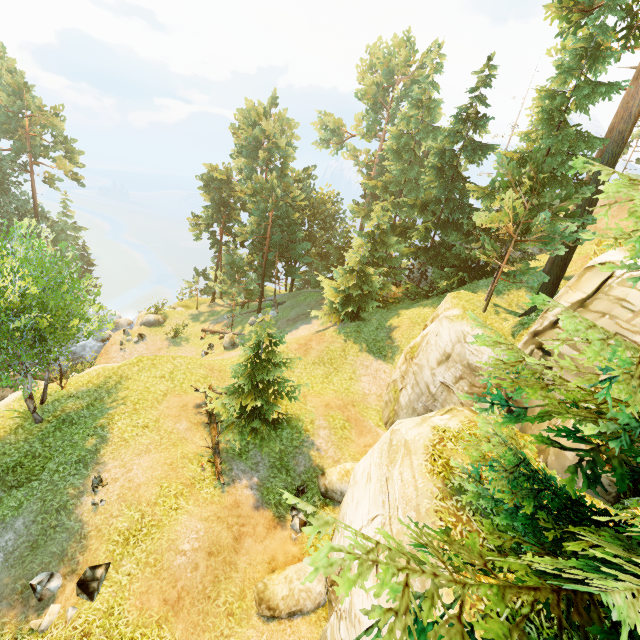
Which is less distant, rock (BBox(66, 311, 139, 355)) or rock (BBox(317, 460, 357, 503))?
rock (BBox(317, 460, 357, 503))

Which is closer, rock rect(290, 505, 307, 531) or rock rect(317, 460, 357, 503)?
rock rect(290, 505, 307, 531)

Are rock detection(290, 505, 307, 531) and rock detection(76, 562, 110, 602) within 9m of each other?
yes

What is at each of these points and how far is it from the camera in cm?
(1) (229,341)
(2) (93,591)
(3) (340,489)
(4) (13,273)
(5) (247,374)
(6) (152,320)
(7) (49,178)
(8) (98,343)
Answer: (1) rock, 2811
(2) rock, 988
(3) rock, 1431
(4) tree, 1277
(5) tree, 1559
(6) rock, 3419
(7) tree, 3731
(8) rock, 3294

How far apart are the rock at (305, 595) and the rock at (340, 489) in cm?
270

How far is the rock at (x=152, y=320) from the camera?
34.0 meters

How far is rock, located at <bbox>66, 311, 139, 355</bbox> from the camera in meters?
32.2 m

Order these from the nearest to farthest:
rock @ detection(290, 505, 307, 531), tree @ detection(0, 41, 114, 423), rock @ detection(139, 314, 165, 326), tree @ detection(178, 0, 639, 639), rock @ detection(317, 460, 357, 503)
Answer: tree @ detection(178, 0, 639, 639) < tree @ detection(0, 41, 114, 423) < rock @ detection(290, 505, 307, 531) < rock @ detection(317, 460, 357, 503) < rock @ detection(139, 314, 165, 326)
